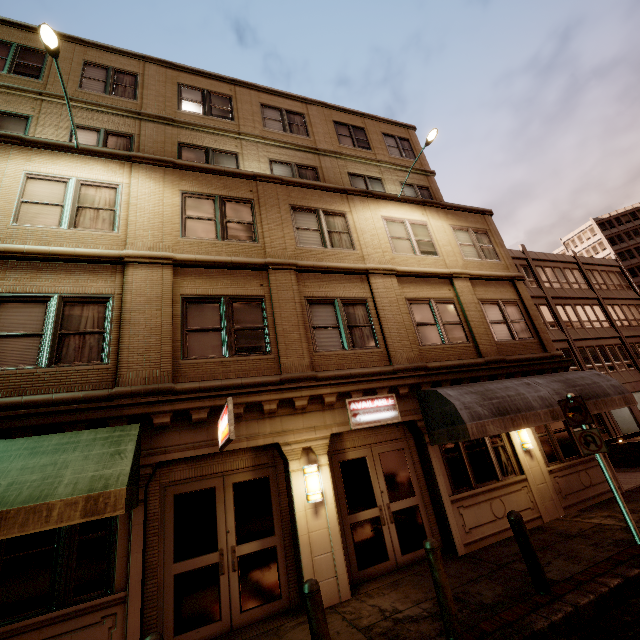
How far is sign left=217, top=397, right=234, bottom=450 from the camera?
5.1 meters

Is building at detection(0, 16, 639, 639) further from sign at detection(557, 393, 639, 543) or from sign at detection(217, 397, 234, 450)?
sign at detection(557, 393, 639, 543)

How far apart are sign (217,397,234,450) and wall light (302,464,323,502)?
1.8m

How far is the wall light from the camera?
7.09m

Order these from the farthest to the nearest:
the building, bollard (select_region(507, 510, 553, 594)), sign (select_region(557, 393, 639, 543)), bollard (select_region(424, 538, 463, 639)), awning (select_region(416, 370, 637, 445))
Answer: Result: awning (select_region(416, 370, 637, 445)) → sign (select_region(557, 393, 639, 543)) → the building → bollard (select_region(507, 510, 553, 594)) → bollard (select_region(424, 538, 463, 639))

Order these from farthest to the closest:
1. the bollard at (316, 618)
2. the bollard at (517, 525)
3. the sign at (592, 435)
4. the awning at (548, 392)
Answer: the awning at (548, 392) < the sign at (592, 435) < the bollard at (517, 525) < the bollard at (316, 618)

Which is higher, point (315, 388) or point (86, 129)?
point (86, 129)

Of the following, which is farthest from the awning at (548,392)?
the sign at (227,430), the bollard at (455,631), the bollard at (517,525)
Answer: the sign at (227,430)
